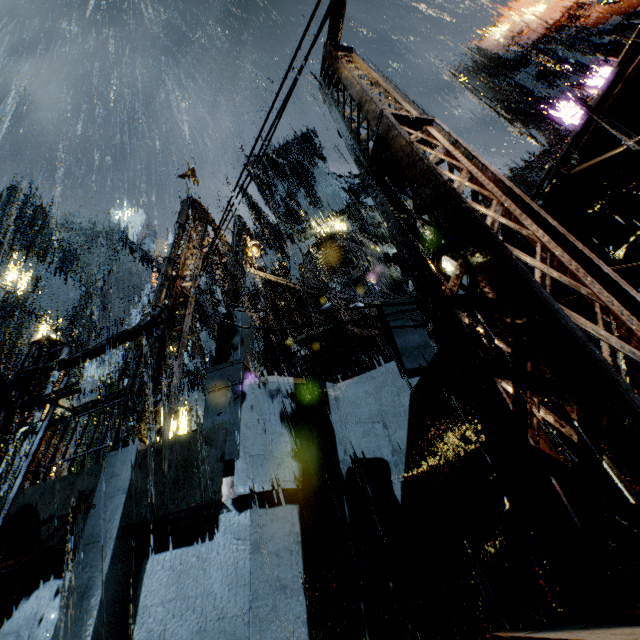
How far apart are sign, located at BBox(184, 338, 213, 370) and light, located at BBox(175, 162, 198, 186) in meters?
22.3

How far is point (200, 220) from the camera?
12.7m

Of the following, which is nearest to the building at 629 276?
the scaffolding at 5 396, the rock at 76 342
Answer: the scaffolding at 5 396

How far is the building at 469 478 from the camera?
4.1m

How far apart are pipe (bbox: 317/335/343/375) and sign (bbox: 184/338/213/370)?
18.6m

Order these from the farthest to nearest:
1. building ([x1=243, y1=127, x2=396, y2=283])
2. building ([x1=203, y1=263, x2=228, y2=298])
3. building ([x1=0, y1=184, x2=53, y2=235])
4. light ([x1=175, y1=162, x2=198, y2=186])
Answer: building ([x1=0, y1=184, x2=53, y2=235]) < building ([x1=203, y1=263, x2=228, y2=298]) < building ([x1=243, y1=127, x2=396, y2=283]) < light ([x1=175, y1=162, x2=198, y2=186])

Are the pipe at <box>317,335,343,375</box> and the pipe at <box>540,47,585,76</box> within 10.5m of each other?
no

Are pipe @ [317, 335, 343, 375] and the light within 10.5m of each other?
yes
